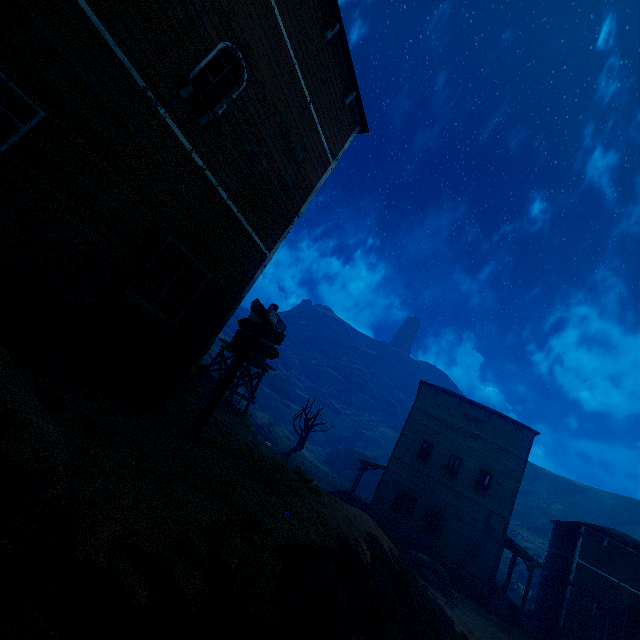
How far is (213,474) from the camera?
5.1m

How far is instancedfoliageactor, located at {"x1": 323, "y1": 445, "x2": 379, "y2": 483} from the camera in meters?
49.4

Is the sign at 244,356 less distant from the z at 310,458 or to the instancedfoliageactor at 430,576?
the z at 310,458

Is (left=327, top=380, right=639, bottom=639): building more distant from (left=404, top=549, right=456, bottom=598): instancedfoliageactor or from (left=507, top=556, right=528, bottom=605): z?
(left=404, top=549, right=456, bottom=598): instancedfoliageactor

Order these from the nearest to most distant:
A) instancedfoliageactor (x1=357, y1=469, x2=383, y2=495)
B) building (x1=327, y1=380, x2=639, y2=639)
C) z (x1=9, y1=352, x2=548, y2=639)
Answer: z (x1=9, y1=352, x2=548, y2=639) → building (x1=327, y1=380, x2=639, y2=639) → instancedfoliageactor (x1=357, y1=469, x2=383, y2=495)

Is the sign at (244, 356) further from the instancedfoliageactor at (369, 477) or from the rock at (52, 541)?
the instancedfoliageactor at (369, 477)

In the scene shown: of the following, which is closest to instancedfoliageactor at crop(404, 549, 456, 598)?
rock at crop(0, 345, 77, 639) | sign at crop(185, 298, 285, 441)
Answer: sign at crop(185, 298, 285, 441)
